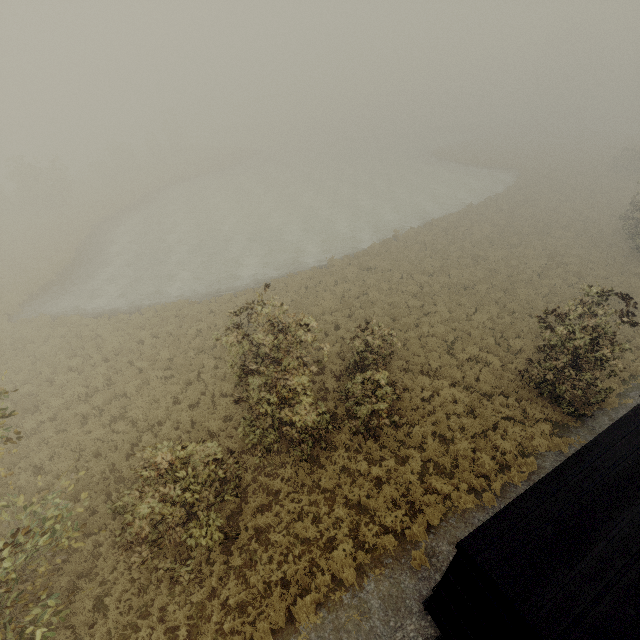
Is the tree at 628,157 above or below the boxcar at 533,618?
below

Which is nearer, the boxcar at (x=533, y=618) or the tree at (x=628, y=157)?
the boxcar at (x=533, y=618)

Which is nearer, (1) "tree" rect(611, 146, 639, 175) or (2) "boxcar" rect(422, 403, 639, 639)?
(2) "boxcar" rect(422, 403, 639, 639)

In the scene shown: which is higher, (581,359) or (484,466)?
(581,359)

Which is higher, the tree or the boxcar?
the boxcar
